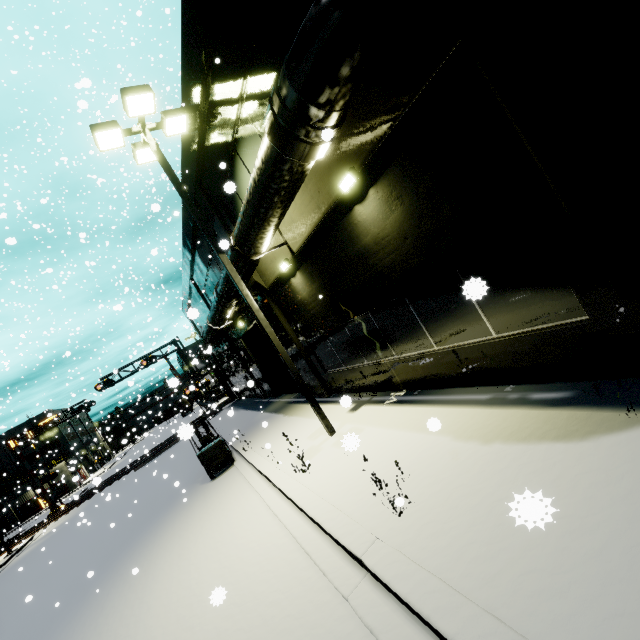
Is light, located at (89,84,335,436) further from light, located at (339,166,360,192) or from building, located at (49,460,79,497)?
light, located at (339,166,360,192)

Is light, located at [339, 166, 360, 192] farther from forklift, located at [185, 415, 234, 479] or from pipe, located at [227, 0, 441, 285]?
forklift, located at [185, 415, 234, 479]

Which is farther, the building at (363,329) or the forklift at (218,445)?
the forklift at (218,445)

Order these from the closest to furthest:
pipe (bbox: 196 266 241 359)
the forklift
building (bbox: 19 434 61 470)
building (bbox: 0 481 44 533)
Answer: pipe (bbox: 196 266 241 359) < the forklift < building (bbox: 0 481 44 533) < building (bbox: 19 434 61 470)

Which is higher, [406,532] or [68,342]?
[68,342]

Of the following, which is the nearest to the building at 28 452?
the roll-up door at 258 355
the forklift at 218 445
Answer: the roll-up door at 258 355

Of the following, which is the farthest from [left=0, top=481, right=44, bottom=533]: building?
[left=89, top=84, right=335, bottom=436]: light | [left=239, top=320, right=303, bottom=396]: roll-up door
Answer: [left=89, top=84, right=335, bottom=436]: light

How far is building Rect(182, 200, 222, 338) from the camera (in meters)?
15.87
